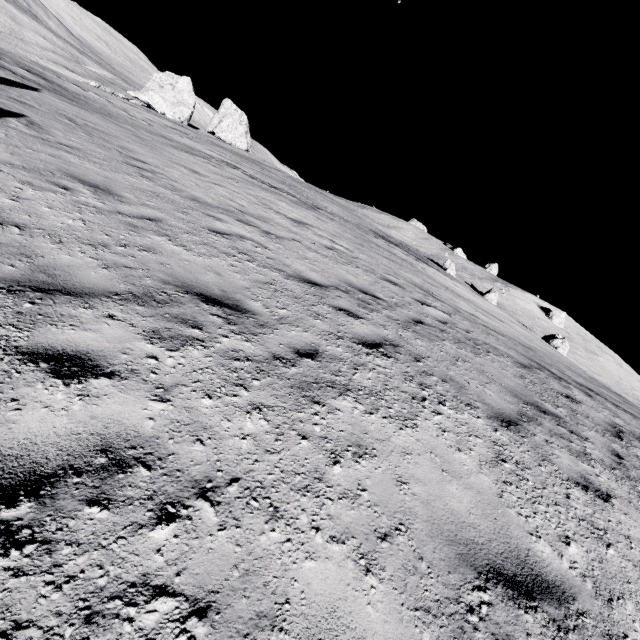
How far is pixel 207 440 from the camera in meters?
2.4

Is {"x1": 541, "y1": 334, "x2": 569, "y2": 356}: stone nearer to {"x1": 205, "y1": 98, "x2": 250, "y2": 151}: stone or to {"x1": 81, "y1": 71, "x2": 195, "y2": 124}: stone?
{"x1": 205, "y1": 98, "x2": 250, "y2": 151}: stone

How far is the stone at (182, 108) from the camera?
39.7m

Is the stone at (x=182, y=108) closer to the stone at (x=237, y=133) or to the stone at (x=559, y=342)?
the stone at (x=237, y=133)

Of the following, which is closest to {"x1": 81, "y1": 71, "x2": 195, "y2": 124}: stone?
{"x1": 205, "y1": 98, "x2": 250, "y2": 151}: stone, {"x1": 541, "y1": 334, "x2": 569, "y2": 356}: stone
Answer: {"x1": 205, "y1": 98, "x2": 250, "y2": 151}: stone
